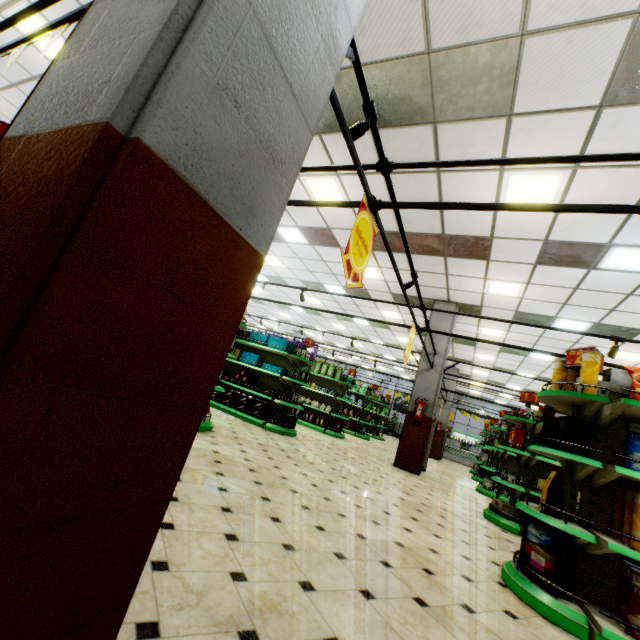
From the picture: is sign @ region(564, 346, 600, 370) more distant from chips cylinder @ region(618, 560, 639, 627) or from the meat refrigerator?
the meat refrigerator

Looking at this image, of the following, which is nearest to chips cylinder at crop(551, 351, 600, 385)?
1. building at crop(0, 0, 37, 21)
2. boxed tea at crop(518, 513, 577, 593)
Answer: boxed tea at crop(518, 513, 577, 593)

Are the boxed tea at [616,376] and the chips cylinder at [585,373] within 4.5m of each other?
yes

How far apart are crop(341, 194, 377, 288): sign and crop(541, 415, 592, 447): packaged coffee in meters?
2.4 m

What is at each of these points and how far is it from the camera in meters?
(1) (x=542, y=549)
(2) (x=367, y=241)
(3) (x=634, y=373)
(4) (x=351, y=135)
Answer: (1) boxed tea, 3.0 m
(2) sign, 3.1 m
(3) packaged chips, 3.1 m
(4) light truss, 2.5 m

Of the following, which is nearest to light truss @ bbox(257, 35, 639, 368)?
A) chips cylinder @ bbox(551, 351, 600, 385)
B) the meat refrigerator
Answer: chips cylinder @ bbox(551, 351, 600, 385)

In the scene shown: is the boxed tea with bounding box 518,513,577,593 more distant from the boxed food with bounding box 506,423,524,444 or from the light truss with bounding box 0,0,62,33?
the light truss with bounding box 0,0,62,33

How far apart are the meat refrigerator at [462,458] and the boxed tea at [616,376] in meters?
19.2 m
